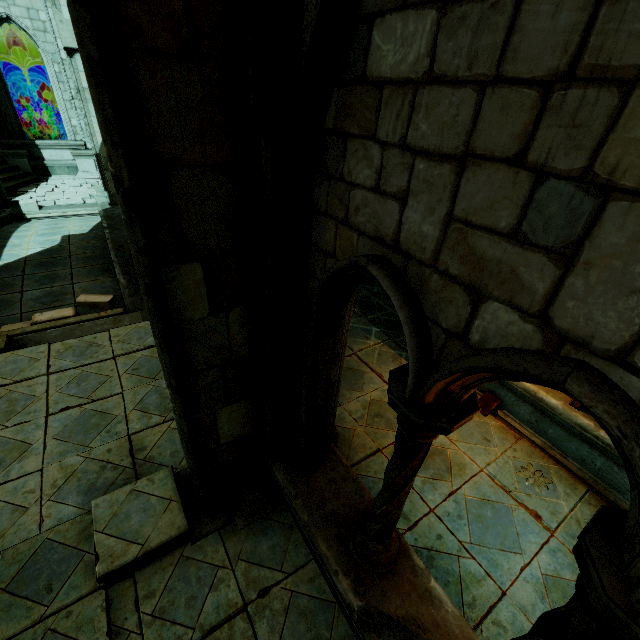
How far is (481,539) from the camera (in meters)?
3.54

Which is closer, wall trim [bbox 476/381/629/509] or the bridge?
wall trim [bbox 476/381/629/509]

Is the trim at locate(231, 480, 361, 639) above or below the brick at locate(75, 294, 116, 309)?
above

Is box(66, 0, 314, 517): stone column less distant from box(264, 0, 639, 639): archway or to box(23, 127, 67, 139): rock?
box(264, 0, 639, 639): archway

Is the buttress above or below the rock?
above

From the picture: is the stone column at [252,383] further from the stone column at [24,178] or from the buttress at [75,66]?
the stone column at [24,178]

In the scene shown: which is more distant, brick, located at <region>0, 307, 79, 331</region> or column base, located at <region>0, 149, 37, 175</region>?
column base, located at <region>0, 149, 37, 175</region>

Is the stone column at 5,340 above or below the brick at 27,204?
below
